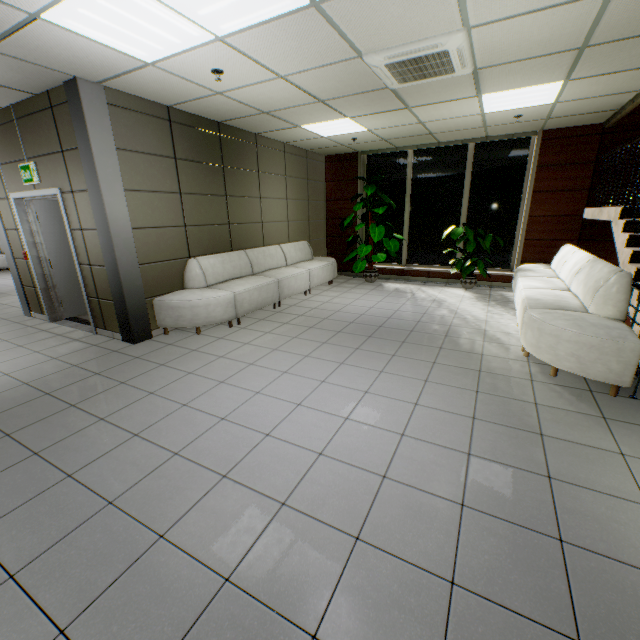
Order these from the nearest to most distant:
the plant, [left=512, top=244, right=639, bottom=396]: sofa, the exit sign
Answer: [left=512, top=244, right=639, bottom=396]: sofa
the exit sign
the plant

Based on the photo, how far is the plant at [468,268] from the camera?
6.9 meters

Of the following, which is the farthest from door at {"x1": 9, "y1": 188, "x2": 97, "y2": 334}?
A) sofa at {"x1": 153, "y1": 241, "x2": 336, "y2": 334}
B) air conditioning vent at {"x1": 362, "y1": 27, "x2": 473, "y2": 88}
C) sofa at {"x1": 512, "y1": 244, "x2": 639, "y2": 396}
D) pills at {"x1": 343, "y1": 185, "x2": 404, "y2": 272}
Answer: sofa at {"x1": 512, "y1": 244, "x2": 639, "y2": 396}

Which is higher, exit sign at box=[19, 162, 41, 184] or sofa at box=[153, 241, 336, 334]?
exit sign at box=[19, 162, 41, 184]

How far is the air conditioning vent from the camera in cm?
302

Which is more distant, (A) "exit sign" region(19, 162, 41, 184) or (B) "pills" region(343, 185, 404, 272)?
(B) "pills" region(343, 185, 404, 272)

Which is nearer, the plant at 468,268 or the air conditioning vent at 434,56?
the air conditioning vent at 434,56

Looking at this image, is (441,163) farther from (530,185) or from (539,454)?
(539,454)
